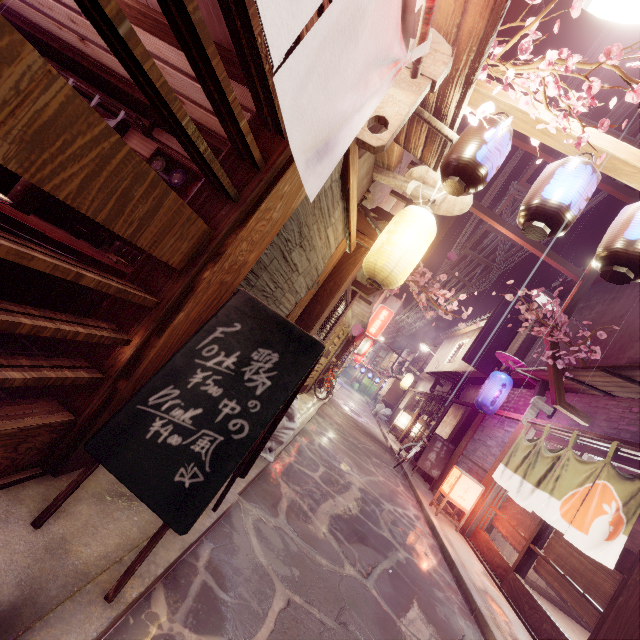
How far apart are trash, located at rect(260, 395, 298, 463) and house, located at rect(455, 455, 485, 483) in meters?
10.1

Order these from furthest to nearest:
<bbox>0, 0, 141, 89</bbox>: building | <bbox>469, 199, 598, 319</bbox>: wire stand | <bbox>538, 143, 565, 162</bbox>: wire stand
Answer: <bbox>538, 143, 565, 162</bbox>: wire stand, <bbox>469, 199, 598, 319</bbox>: wire stand, <bbox>0, 0, 141, 89</bbox>: building

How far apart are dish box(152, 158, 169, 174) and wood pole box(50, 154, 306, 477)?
6.2 meters

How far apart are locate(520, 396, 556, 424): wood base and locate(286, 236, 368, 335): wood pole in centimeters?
933cm

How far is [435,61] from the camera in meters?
4.1

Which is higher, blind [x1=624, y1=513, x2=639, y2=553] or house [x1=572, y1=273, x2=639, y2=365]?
house [x1=572, y1=273, x2=639, y2=365]

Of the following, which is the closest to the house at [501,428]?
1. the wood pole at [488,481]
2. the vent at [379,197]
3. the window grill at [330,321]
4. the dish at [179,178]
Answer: the wood pole at [488,481]

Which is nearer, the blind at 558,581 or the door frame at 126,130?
the blind at 558,581
